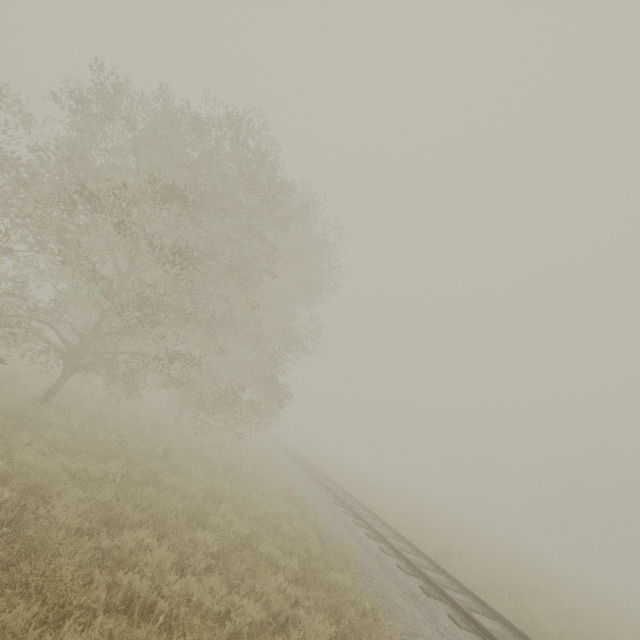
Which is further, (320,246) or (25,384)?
(320,246)
